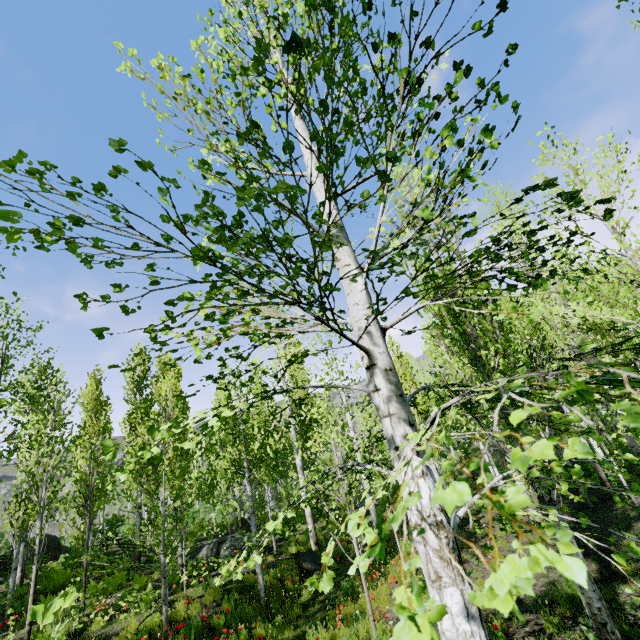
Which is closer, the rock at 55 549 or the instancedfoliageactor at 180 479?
the instancedfoliageactor at 180 479

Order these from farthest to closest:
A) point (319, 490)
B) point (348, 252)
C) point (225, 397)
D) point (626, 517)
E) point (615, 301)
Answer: point (225, 397)
point (626, 517)
point (615, 301)
point (319, 490)
point (348, 252)

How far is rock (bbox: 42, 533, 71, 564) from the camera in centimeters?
1856cm

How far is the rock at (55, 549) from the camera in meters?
18.6

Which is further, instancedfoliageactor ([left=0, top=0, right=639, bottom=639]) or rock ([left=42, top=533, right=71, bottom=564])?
rock ([left=42, top=533, right=71, bottom=564])
